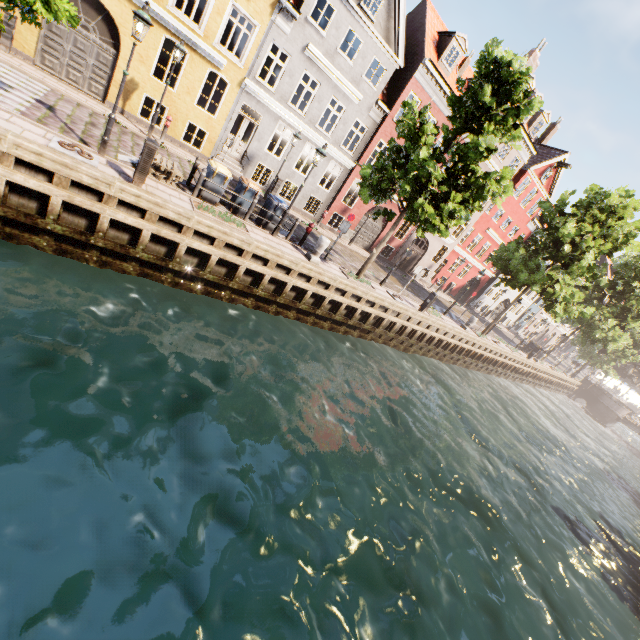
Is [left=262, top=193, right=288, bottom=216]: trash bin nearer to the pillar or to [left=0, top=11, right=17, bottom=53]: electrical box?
the pillar

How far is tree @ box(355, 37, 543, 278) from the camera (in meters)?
11.09

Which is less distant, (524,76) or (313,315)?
(524,76)

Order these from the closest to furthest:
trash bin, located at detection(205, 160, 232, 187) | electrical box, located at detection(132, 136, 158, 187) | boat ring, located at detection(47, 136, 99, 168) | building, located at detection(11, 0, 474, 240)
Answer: boat ring, located at detection(47, 136, 99, 168), electrical box, located at detection(132, 136, 158, 187), trash bin, located at detection(205, 160, 232, 187), building, located at detection(11, 0, 474, 240)

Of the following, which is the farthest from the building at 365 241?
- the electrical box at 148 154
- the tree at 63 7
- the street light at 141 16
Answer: the electrical box at 148 154

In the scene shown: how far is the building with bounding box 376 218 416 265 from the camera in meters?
25.7 m

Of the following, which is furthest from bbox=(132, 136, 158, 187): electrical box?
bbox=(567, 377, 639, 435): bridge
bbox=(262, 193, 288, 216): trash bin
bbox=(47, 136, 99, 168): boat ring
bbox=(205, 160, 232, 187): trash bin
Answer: bbox=(567, 377, 639, 435): bridge

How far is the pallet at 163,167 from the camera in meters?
10.1 m
